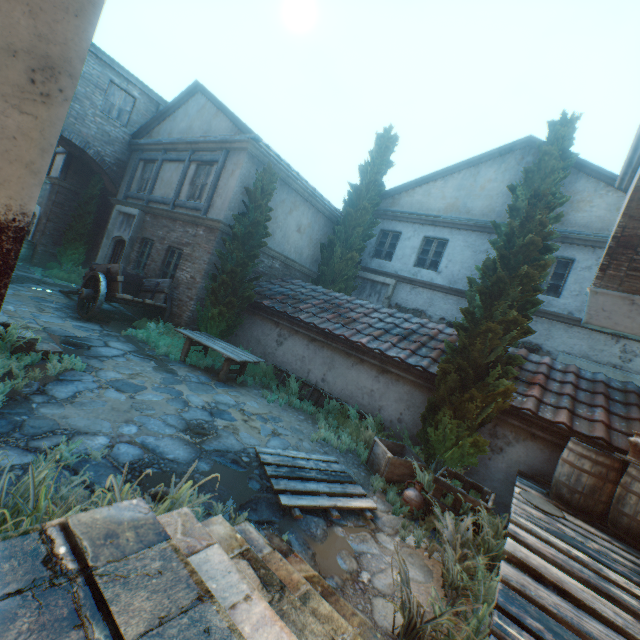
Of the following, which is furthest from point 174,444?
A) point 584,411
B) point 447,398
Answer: point 584,411

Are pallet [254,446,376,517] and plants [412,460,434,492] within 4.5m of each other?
yes

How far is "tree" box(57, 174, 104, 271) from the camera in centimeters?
1408cm

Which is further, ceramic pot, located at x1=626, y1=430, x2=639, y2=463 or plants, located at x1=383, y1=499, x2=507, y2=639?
ceramic pot, located at x1=626, y1=430, x2=639, y2=463

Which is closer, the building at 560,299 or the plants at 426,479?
the plants at 426,479

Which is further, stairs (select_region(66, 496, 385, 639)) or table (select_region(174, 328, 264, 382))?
table (select_region(174, 328, 264, 382))

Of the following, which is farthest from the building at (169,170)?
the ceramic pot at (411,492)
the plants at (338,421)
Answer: the ceramic pot at (411,492)

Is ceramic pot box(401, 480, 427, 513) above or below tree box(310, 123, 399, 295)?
below
